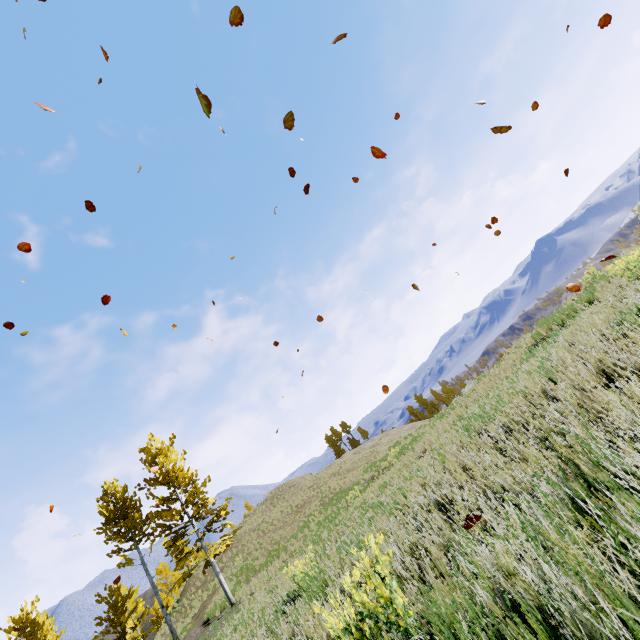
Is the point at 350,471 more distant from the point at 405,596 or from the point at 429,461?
the point at 405,596
